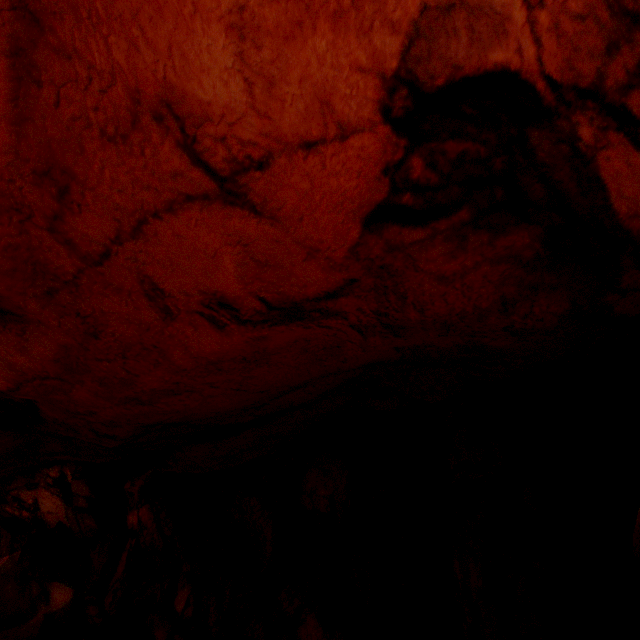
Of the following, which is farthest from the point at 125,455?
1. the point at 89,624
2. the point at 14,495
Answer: the point at 14,495
